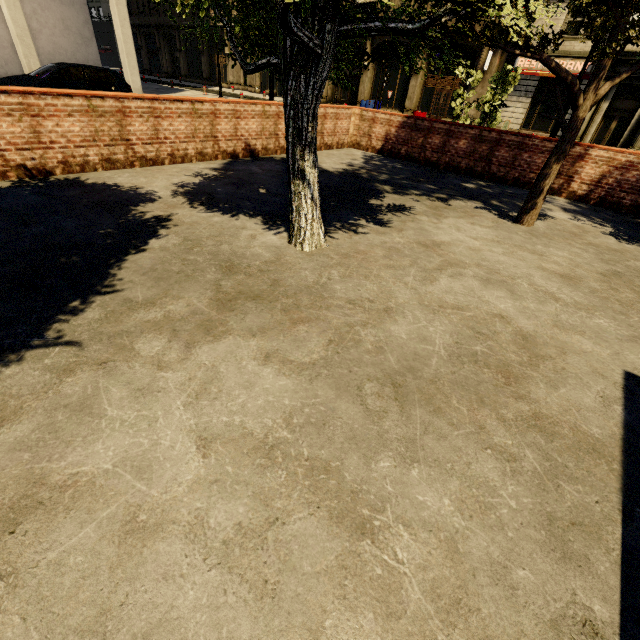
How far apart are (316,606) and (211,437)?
1.0 meters

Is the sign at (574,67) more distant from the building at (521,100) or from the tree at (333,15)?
the tree at (333,15)

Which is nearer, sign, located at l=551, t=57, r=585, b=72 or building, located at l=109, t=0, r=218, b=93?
building, located at l=109, t=0, r=218, b=93

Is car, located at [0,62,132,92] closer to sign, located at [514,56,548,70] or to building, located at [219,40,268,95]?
building, located at [219,40,268,95]

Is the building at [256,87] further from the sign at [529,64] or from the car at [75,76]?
the car at [75,76]

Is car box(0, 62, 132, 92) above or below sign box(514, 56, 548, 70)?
below

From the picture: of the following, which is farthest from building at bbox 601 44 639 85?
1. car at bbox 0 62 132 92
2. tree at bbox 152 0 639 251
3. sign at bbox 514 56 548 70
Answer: car at bbox 0 62 132 92

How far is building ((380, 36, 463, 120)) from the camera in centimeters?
2569cm
